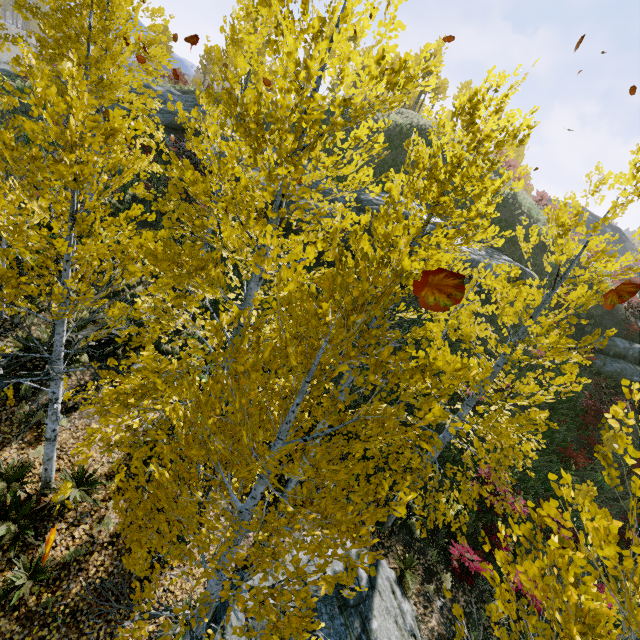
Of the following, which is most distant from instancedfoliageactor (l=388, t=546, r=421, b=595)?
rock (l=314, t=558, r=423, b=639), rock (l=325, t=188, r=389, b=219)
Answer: rock (l=325, t=188, r=389, b=219)

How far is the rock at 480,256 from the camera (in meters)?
18.09

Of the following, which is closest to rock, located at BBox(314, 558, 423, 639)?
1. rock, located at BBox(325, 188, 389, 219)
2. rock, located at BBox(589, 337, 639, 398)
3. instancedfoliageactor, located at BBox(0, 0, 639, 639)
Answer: instancedfoliageactor, located at BBox(0, 0, 639, 639)

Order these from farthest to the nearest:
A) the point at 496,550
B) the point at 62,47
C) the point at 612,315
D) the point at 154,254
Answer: the point at 612,315, the point at 62,47, the point at 154,254, the point at 496,550

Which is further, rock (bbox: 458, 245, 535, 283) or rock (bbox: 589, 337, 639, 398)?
rock (bbox: 458, 245, 535, 283)

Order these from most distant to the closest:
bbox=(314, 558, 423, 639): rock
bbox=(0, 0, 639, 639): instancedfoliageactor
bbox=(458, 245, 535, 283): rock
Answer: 1. bbox=(458, 245, 535, 283): rock
2. bbox=(314, 558, 423, 639): rock
3. bbox=(0, 0, 639, 639): instancedfoliageactor

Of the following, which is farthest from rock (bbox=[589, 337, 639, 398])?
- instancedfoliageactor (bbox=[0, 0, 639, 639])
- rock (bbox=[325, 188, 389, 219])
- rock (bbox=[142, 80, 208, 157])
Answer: rock (bbox=[142, 80, 208, 157])

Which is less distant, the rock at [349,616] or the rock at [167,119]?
the rock at [349,616]
